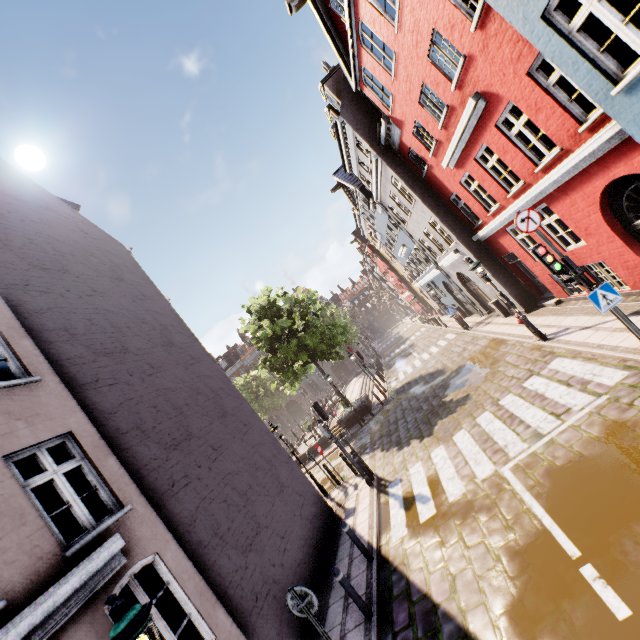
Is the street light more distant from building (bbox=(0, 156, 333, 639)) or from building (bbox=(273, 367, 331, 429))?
building (bbox=(273, 367, 331, 429))

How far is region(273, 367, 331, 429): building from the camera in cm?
5209

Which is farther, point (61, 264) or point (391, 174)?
point (391, 174)

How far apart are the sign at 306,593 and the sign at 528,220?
8.1 meters

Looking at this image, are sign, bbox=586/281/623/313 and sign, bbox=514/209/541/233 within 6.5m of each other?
yes

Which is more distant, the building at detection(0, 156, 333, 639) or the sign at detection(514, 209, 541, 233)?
the sign at detection(514, 209, 541, 233)

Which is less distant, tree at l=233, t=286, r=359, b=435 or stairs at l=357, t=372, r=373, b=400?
tree at l=233, t=286, r=359, b=435

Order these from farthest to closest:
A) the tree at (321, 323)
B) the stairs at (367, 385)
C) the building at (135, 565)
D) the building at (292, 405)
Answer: the building at (292, 405), the stairs at (367, 385), the tree at (321, 323), the building at (135, 565)
